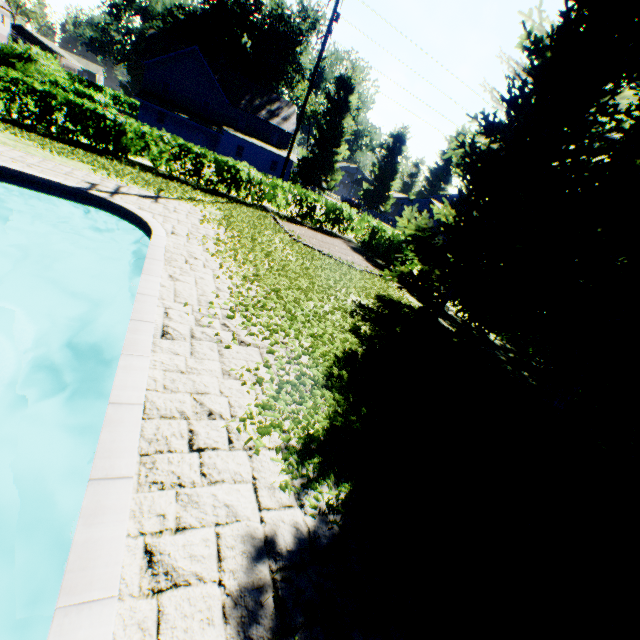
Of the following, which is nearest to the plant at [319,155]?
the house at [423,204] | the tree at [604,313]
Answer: the house at [423,204]

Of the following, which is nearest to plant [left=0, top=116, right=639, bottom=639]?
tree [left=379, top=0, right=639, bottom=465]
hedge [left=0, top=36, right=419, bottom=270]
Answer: tree [left=379, top=0, right=639, bottom=465]

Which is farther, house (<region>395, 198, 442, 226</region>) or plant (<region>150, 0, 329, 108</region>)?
house (<region>395, 198, 442, 226</region>)

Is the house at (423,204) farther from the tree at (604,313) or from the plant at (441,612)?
the tree at (604,313)

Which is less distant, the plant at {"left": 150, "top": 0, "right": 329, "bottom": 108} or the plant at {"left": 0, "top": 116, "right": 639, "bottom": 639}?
the plant at {"left": 0, "top": 116, "right": 639, "bottom": 639}

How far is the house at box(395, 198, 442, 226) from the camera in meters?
54.3 m

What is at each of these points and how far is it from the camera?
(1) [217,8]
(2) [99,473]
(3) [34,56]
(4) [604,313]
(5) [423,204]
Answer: (1) plant, 54.41m
(2) swimming pool, 2.55m
(3) hedge, 24.39m
(4) tree, 7.08m
(5) house, 55.50m

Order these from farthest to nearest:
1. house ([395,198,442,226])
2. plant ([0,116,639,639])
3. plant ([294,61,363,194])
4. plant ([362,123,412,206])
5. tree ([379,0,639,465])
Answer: plant ([362,123,412,206]) → house ([395,198,442,226]) → plant ([294,61,363,194]) → tree ([379,0,639,465]) → plant ([0,116,639,639])
